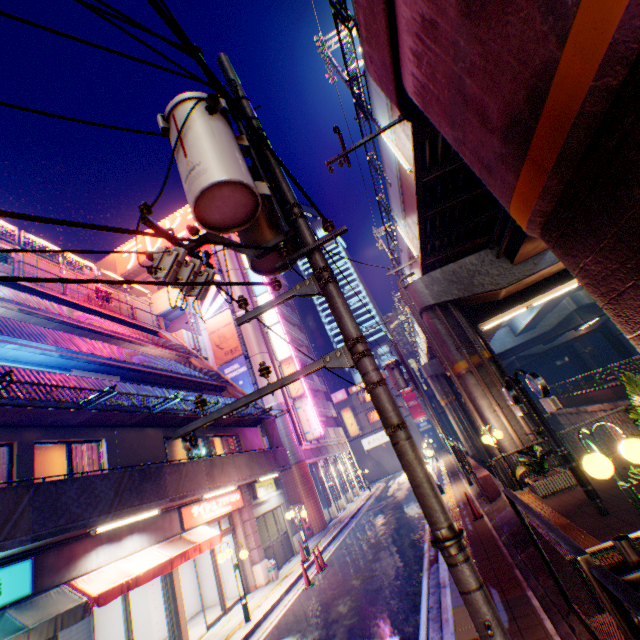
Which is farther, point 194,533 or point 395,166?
point 194,533

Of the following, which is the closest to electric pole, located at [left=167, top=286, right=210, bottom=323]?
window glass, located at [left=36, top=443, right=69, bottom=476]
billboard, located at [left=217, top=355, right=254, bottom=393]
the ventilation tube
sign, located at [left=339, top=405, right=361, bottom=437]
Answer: window glass, located at [left=36, top=443, right=69, bottom=476]

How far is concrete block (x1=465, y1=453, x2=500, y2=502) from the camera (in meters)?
11.48

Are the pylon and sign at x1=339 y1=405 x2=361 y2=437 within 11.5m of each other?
no

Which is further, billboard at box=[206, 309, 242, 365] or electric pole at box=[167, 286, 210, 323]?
billboard at box=[206, 309, 242, 365]

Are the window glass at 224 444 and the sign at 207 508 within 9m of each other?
yes

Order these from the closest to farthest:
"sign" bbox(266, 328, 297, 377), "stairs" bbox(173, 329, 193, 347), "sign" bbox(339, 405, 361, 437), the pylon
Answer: the pylon
"stairs" bbox(173, 329, 193, 347)
"sign" bbox(266, 328, 297, 377)
"sign" bbox(339, 405, 361, 437)

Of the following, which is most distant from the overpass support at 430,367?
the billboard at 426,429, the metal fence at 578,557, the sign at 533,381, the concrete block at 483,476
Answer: the billboard at 426,429
